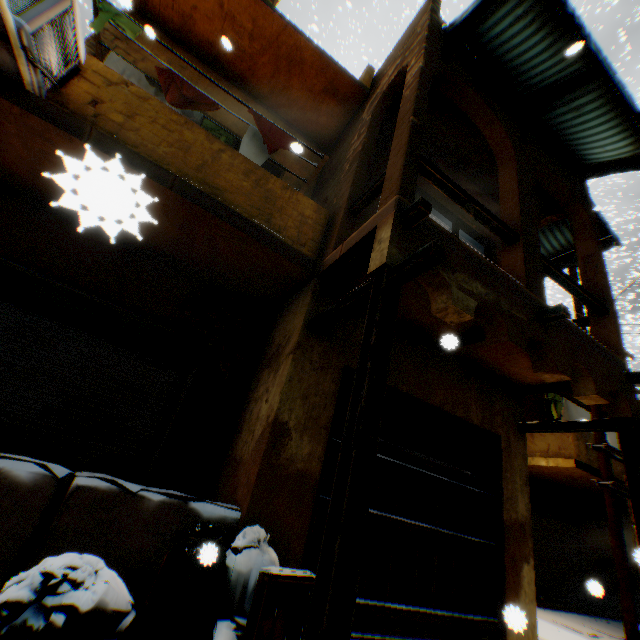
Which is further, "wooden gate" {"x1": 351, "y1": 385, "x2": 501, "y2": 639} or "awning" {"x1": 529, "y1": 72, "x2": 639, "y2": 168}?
"awning" {"x1": 529, "y1": 72, "x2": 639, "y2": 168}

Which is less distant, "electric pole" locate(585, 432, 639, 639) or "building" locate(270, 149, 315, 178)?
"electric pole" locate(585, 432, 639, 639)

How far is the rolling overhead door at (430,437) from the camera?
5.0m

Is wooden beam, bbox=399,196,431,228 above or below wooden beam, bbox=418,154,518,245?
below

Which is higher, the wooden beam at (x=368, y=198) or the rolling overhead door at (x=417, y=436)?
the wooden beam at (x=368, y=198)

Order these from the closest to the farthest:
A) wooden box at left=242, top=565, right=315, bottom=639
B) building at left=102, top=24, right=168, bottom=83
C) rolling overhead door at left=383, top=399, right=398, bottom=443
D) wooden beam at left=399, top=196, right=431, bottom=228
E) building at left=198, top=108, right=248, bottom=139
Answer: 1. wooden box at left=242, top=565, right=315, bottom=639
2. wooden beam at left=399, top=196, right=431, bottom=228
3. rolling overhead door at left=383, top=399, right=398, bottom=443
4. building at left=102, top=24, right=168, bottom=83
5. building at left=198, top=108, right=248, bottom=139

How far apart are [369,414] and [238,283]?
3.6 meters

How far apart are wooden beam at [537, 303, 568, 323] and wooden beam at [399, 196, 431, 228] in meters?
2.2 m
